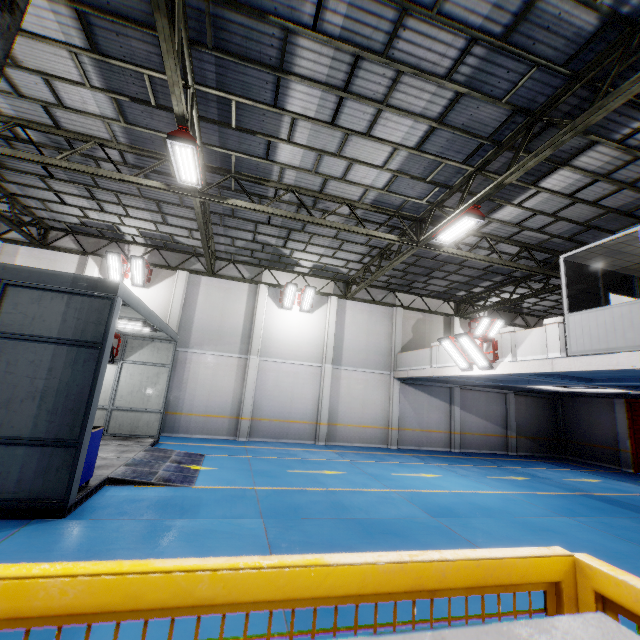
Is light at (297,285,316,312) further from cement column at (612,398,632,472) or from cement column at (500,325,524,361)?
cement column at (612,398,632,472)

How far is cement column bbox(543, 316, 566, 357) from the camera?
9.05m

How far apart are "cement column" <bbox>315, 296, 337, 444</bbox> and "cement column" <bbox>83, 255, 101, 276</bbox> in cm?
1147

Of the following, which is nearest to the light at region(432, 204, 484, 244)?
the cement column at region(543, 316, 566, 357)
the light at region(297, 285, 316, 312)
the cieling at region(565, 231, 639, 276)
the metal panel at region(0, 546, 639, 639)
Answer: the cieling at region(565, 231, 639, 276)

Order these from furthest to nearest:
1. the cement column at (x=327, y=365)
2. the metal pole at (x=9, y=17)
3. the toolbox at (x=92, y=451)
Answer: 1. the cement column at (x=327, y=365)
2. the toolbox at (x=92, y=451)
3. the metal pole at (x=9, y=17)

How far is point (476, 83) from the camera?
6.7m

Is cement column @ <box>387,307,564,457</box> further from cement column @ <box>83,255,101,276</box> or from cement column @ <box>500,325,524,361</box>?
cement column @ <box>83,255,101,276</box>

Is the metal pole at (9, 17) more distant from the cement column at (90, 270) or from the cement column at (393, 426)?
the cement column at (393, 426)
